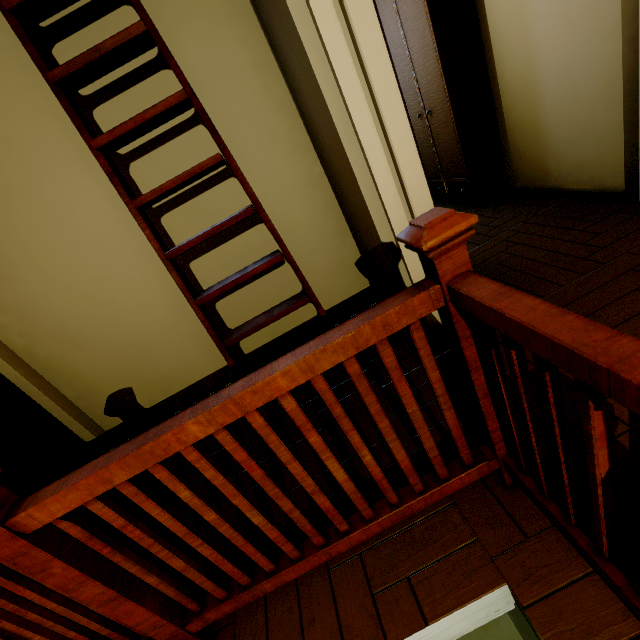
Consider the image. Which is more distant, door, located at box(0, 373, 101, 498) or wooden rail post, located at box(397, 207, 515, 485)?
door, located at box(0, 373, 101, 498)

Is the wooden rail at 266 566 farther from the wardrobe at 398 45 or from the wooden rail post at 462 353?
the wardrobe at 398 45

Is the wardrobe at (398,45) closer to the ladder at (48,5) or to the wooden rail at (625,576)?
the ladder at (48,5)

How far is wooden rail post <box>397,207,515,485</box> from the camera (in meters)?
Result: 0.75

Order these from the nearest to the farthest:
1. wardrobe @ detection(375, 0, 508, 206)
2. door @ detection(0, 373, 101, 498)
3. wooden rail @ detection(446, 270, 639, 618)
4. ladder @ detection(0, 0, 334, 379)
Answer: wooden rail @ detection(446, 270, 639, 618)
ladder @ detection(0, 0, 334, 379)
door @ detection(0, 373, 101, 498)
wardrobe @ detection(375, 0, 508, 206)

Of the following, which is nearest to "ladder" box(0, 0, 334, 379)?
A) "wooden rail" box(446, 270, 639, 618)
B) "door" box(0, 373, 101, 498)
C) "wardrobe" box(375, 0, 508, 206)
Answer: "wooden rail" box(446, 270, 639, 618)

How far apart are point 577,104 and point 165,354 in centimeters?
381cm

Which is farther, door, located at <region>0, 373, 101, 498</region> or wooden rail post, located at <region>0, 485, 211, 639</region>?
door, located at <region>0, 373, 101, 498</region>
